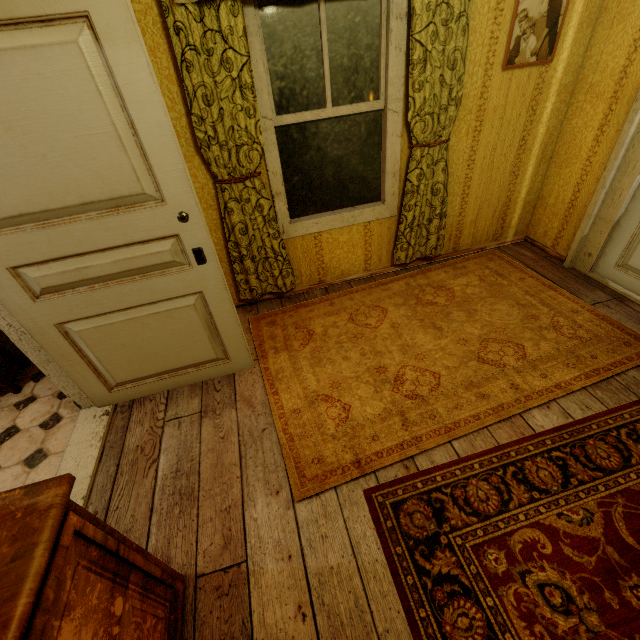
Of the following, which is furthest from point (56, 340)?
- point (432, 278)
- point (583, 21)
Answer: point (583, 21)

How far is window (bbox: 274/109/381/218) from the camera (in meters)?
2.41

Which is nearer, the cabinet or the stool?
the cabinet

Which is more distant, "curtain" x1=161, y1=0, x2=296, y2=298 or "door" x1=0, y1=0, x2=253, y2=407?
"curtain" x1=161, y1=0, x2=296, y2=298

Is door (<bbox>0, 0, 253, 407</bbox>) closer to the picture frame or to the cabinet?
the cabinet

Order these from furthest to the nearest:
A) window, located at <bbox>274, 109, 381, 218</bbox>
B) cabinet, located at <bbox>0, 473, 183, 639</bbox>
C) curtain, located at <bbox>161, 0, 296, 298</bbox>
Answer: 1. window, located at <bbox>274, 109, 381, 218</bbox>
2. curtain, located at <bbox>161, 0, 296, 298</bbox>
3. cabinet, located at <bbox>0, 473, 183, 639</bbox>

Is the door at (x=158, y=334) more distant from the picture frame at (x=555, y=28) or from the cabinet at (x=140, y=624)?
the picture frame at (x=555, y=28)

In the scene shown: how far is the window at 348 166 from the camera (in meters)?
2.41
